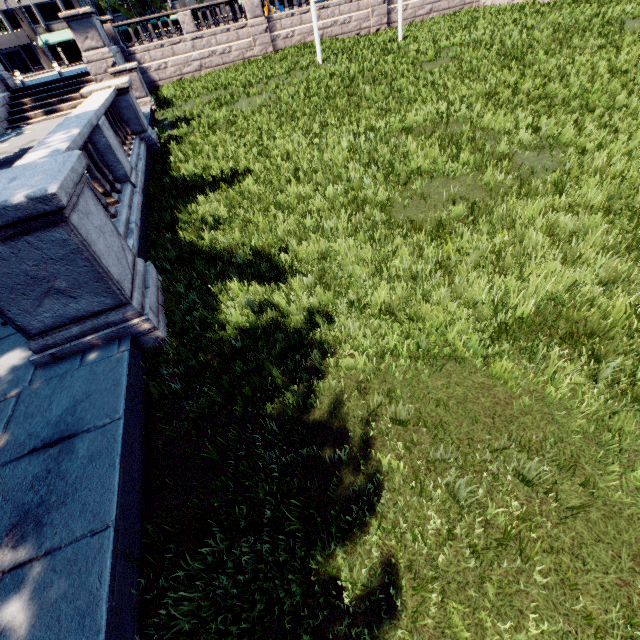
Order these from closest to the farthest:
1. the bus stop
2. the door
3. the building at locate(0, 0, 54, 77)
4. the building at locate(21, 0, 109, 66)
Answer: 1. the bus stop
2. the building at locate(0, 0, 54, 77)
3. the building at locate(21, 0, 109, 66)
4. the door

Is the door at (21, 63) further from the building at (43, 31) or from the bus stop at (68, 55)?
the bus stop at (68, 55)

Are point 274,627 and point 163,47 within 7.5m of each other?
no

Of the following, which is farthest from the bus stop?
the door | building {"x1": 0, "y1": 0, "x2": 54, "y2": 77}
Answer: the door

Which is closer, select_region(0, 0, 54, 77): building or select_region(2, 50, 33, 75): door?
select_region(0, 0, 54, 77): building

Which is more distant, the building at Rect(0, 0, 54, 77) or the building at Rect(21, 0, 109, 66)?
the building at Rect(21, 0, 109, 66)

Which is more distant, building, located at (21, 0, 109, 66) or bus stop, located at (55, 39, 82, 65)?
building, located at (21, 0, 109, 66)
